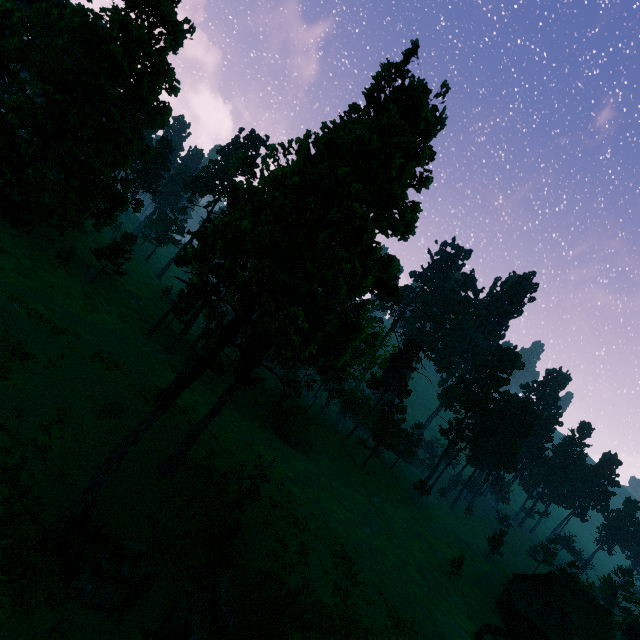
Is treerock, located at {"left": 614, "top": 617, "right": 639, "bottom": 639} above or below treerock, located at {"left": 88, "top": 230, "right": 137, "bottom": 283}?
below

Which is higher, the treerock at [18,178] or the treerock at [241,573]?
the treerock at [18,178]

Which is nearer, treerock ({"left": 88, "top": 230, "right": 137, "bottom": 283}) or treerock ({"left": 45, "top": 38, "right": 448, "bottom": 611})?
treerock ({"left": 45, "top": 38, "right": 448, "bottom": 611})

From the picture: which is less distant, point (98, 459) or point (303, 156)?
point (303, 156)

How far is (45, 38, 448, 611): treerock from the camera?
14.09m

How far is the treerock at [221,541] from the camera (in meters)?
19.33
